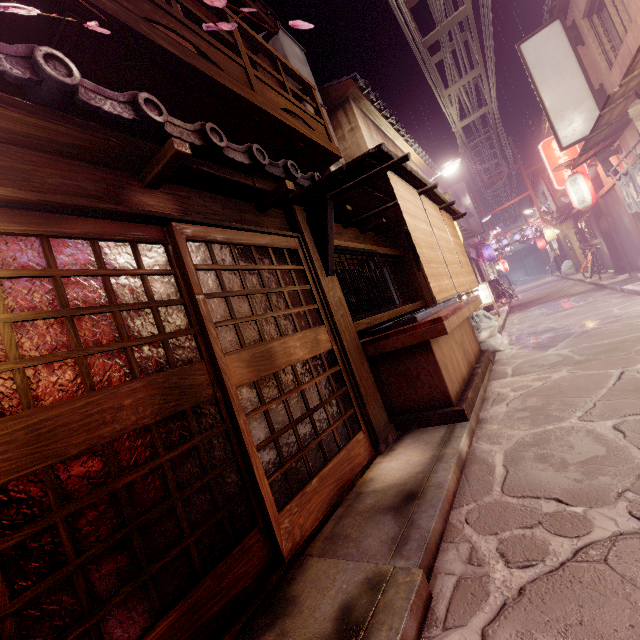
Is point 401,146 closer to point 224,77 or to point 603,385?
point 224,77

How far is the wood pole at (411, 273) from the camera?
13.69m

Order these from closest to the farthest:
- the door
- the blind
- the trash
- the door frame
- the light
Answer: the door, the door frame, the blind, the trash, the light

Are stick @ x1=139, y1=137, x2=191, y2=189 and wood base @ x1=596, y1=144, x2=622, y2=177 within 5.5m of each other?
no

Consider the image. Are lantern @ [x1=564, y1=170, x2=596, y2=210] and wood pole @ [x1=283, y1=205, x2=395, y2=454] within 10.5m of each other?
no

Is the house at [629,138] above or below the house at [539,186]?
below

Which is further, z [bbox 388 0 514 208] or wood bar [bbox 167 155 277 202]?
z [bbox 388 0 514 208]

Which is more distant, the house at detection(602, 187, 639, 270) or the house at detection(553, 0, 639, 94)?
the house at detection(602, 187, 639, 270)
